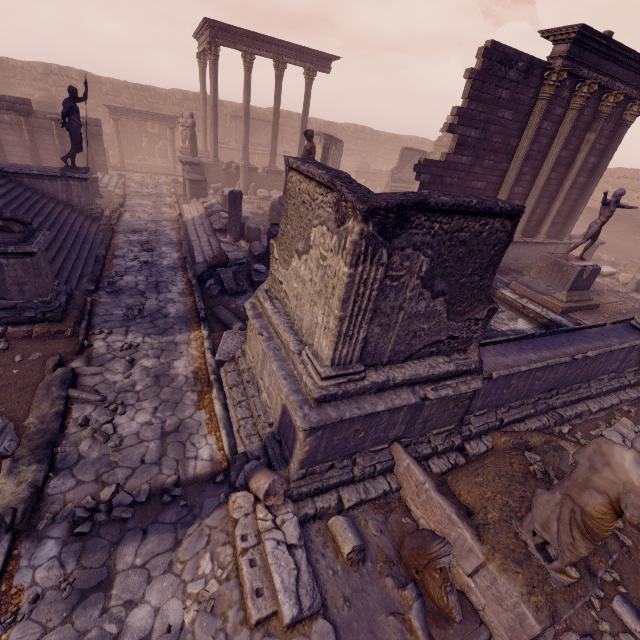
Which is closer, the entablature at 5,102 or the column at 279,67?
the entablature at 5,102

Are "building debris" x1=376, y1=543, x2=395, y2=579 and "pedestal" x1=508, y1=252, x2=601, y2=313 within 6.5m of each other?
no

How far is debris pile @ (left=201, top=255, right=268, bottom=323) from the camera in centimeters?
833cm

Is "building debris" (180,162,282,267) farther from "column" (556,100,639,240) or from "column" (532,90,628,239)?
"column" (556,100,639,240)

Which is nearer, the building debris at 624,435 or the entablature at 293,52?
the building debris at 624,435

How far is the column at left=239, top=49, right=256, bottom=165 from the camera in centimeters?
1734cm

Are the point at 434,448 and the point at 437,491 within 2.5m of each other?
yes

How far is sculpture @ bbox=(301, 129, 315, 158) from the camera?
11.4m
